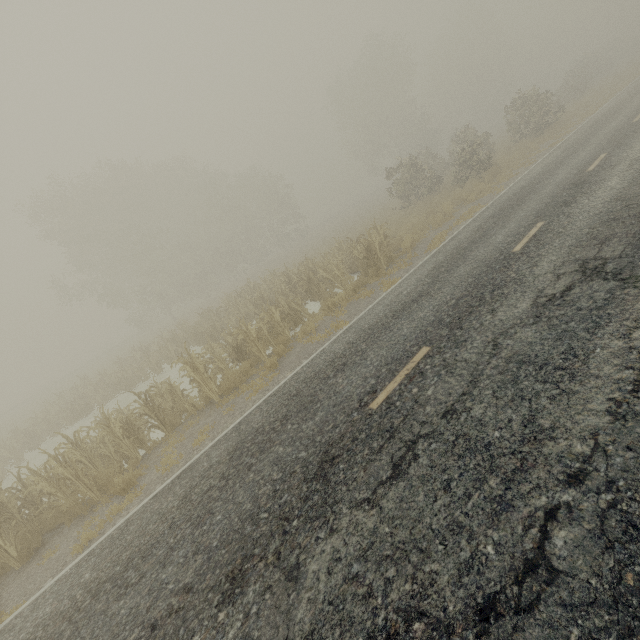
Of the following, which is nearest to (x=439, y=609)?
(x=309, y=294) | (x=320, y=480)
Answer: (x=320, y=480)
